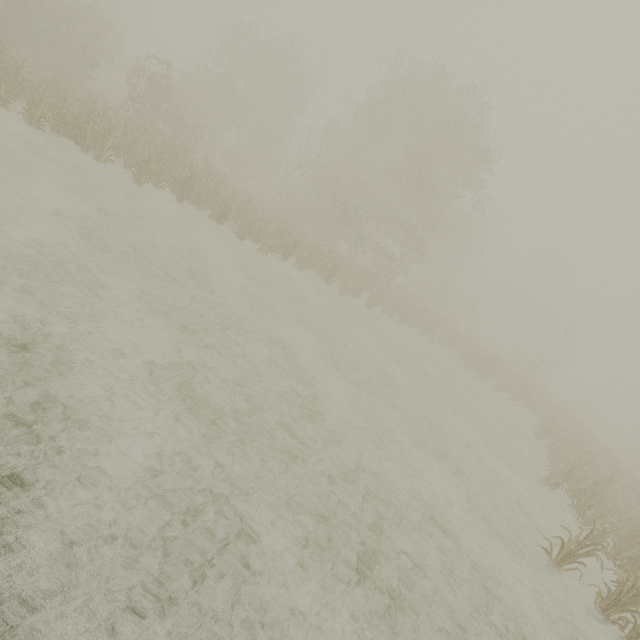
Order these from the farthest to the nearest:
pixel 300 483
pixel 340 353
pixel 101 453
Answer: pixel 340 353
pixel 300 483
pixel 101 453
